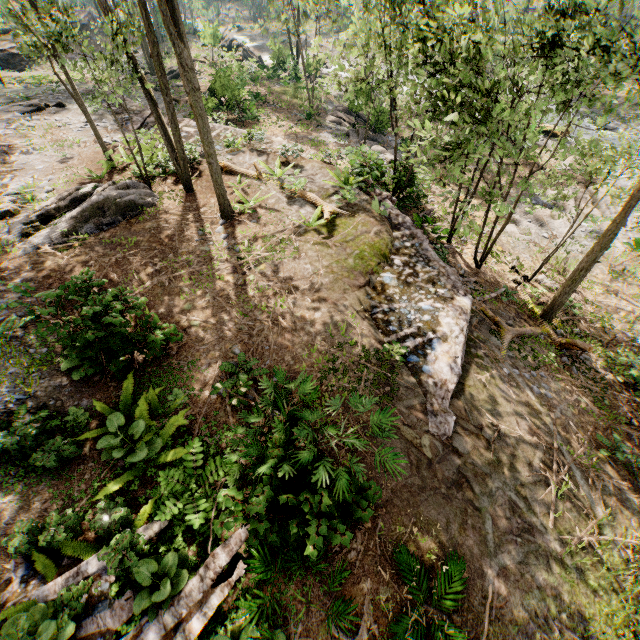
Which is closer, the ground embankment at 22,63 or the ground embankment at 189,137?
the ground embankment at 189,137

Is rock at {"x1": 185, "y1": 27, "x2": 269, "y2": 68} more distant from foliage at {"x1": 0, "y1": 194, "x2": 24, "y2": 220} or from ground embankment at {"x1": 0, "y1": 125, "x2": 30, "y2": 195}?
ground embankment at {"x1": 0, "y1": 125, "x2": 30, "y2": 195}

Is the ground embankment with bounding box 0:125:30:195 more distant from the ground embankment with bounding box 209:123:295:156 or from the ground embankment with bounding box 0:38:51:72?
the ground embankment with bounding box 0:38:51:72

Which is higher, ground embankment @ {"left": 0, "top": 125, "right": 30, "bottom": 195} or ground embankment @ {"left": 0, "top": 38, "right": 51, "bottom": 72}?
ground embankment @ {"left": 0, "top": 125, "right": 30, "bottom": 195}

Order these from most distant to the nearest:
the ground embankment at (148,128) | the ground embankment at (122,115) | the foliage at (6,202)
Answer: the ground embankment at (122,115)
the ground embankment at (148,128)
the foliage at (6,202)

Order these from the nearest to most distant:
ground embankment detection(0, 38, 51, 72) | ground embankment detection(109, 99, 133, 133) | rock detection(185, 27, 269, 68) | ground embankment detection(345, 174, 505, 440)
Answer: ground embankment detection(345, 174, 505, 440) < ground embankment detection(109, 99, 133, 133) < ground embankment detection(0, 38, 51, 72) < rock detection(185, 27, 269, 68)

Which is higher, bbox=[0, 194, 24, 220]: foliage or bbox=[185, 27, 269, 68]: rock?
bbox=[0, 194, 24, 220]: foliage

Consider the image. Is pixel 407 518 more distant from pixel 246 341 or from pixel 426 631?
pixel 246 341
